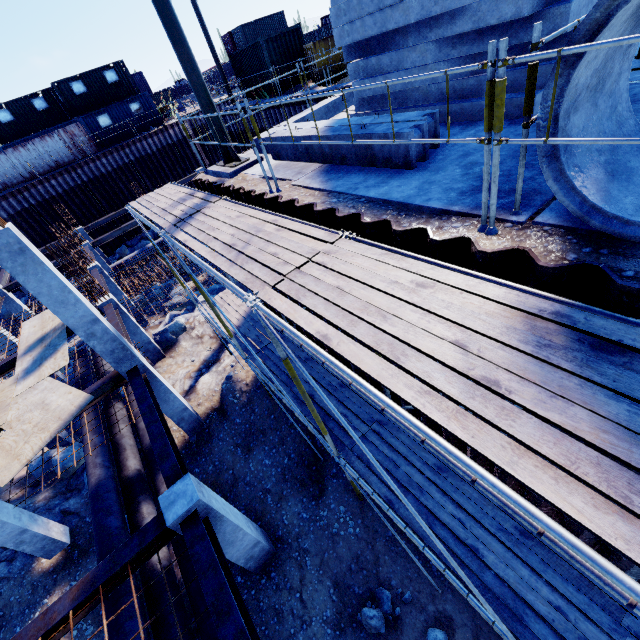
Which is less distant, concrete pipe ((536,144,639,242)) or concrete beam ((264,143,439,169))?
concrete pipe ((536,144,639,242))

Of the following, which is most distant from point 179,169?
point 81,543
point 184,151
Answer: point 81,543

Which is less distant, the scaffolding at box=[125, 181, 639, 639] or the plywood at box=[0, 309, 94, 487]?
the scaffolding at box=[125, 181, 639, 639]

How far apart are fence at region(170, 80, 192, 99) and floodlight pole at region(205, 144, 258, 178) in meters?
51.3

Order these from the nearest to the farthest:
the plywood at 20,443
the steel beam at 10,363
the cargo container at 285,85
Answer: the plywood at 20,443
the steel beam at 10,363
the cargo container at 285,85

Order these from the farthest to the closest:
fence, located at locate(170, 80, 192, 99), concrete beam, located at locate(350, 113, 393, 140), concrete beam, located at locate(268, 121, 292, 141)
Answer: fence, located at locate(170, 80, 192, 99)
concrete beam, located at locate(268, 121, 292, 141)
concrete beam, located at locate(350, 113, 393, 140)

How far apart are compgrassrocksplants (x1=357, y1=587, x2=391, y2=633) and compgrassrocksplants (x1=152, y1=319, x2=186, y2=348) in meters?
12.5 m

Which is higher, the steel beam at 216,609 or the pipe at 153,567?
the steel beam at 216,609
